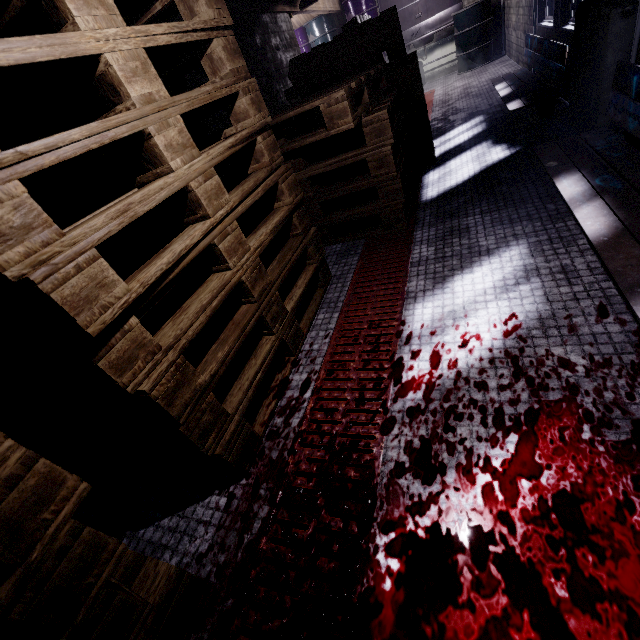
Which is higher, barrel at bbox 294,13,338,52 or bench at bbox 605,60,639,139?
barrel at bbox 294,13,338,52

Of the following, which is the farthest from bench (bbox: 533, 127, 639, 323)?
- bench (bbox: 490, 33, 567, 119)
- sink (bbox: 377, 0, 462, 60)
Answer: sink (bbox: 377, 0, 462, 60)

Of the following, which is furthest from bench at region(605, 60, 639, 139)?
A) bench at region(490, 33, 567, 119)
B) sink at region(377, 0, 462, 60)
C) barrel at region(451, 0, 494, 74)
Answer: sink at region(377, 0, 462, 60)

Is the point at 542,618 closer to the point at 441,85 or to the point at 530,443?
the point at 530,443

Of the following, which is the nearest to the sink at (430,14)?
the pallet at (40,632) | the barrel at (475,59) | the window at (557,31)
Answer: the barrel at (475,59)

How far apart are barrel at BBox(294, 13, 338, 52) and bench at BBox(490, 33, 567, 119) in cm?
391

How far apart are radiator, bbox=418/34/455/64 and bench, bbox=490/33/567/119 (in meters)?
4.17

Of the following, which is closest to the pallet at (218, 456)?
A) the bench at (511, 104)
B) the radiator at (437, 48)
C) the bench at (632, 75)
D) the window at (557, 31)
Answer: the bench at (632, 75)
